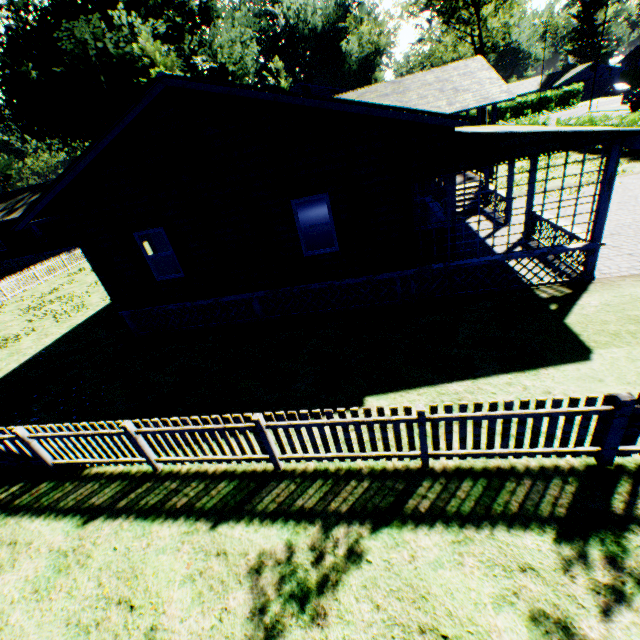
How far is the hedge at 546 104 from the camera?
53.1 meters

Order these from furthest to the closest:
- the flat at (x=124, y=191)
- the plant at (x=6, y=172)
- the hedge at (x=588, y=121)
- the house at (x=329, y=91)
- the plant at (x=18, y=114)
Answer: the plant at (x=6, y=172) < the house at (x=329, y=91) < the plant at (x=18, y=114) < the hedge at (x=588, y=121) < the flat at (x=124, y=191)

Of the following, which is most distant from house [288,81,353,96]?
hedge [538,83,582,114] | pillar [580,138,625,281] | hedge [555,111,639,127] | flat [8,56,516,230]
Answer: pillar [580,138,625,281]

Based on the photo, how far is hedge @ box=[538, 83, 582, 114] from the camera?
53.06m

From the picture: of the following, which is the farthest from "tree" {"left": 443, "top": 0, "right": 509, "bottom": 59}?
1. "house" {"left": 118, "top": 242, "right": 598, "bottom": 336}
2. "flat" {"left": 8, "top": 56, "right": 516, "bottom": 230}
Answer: "house" {"left": 118, "top": 242, "right": 598, "bottom": 336}

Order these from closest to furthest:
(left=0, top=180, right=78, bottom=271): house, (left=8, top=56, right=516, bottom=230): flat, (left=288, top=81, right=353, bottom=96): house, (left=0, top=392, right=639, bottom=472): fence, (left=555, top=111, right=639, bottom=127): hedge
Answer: (left=0, top=392, right=639, bottom=472): fence → (left=8, top=56, right=516, bottom=230): flat → (left=555, top=111, right=639, bottom=127): hedge → (left=0, top=180, right=78, bottom=271): house → (left=288, top=81, right=353, bottom=96): house

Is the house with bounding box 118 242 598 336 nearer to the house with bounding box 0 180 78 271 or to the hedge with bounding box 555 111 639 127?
the hedge with bounding box 555 111 639 127

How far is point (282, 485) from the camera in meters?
5.4 m
